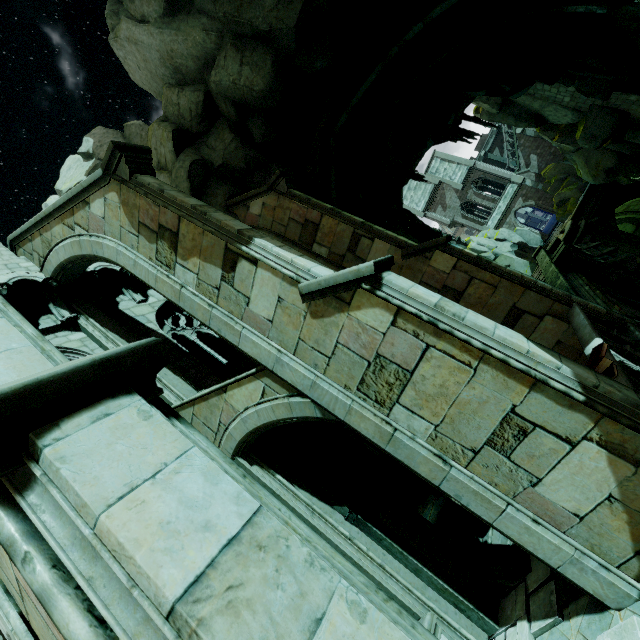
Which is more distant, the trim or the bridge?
the bridge

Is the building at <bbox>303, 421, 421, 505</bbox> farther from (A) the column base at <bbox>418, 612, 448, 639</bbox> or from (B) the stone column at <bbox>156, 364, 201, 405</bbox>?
(A) the column base at <bbox>418, 612, 448, 639</bbox>

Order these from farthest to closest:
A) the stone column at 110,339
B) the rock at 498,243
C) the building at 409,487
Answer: the rock at 498,243, the building at 409,487, the stone column at 110,339

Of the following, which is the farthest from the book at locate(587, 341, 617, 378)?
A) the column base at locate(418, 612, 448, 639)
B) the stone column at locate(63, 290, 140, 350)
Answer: the stone column at locate(63, 290, 140, 350)

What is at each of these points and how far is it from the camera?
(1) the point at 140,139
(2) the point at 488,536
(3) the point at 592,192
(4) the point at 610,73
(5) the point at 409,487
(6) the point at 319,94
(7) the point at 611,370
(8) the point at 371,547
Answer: (1) rock, 16.2m
(2) stair, 7.4m
(3) wall trim, 29.1m
(4) rock, 14.4m
(5) building, 12.7m
(6) stone column, 13.3m
(7) book, 4.8m
(8) stone column, 6.9m

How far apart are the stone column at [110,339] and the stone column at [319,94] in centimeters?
982cm

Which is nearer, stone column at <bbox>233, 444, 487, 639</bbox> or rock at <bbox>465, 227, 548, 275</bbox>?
stone column at <bbox>233, 444, 487, 639</bbox>

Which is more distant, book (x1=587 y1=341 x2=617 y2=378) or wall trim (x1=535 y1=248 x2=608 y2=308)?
wall trim (x1=535 y1=248 x2=608 y2=308)
